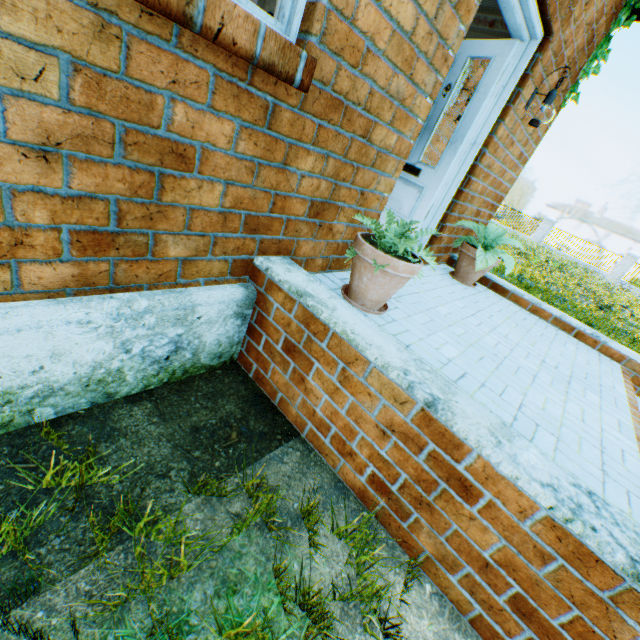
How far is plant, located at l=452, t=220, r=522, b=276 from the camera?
3.6m

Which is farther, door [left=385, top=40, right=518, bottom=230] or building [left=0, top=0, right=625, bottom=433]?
door [left=385, top=40, right=518, bottom=230]

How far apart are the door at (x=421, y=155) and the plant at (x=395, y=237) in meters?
1.6

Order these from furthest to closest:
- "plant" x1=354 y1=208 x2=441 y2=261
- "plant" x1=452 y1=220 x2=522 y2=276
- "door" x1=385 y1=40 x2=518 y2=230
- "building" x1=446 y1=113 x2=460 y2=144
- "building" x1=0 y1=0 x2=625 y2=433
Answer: "building" x1=446 y1=113 x2=460 y2=144
"plant" x1=452 y1=220 x2=522 y2=276
"door" x1=385 y1=40 x2=518 y2=230
"plant" x1=354 y1=208 x2=441 y2=261
"building" x1=0 y1=0 x2=625 y2=433

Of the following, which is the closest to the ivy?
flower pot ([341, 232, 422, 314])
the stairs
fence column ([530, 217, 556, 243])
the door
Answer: the door

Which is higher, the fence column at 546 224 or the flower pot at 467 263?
the fence column at 546 224

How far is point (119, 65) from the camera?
1.0 meters

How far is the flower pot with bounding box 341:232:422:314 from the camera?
2.0 meters
